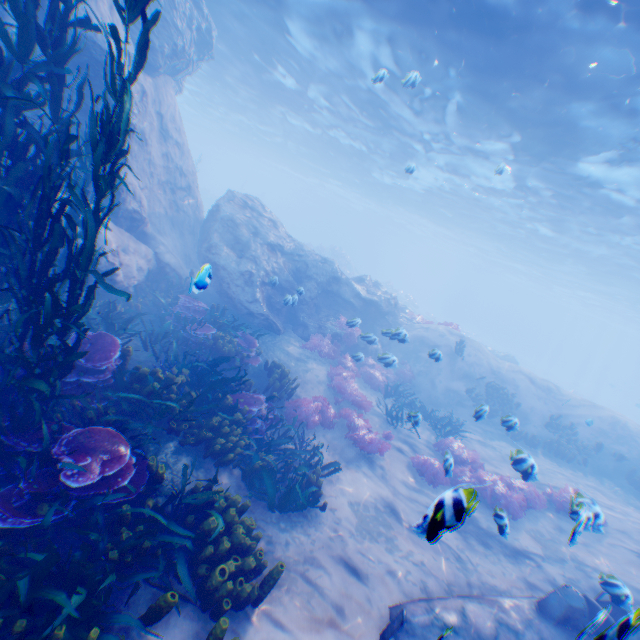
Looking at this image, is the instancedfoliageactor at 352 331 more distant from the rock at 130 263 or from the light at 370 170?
the light at 370 170

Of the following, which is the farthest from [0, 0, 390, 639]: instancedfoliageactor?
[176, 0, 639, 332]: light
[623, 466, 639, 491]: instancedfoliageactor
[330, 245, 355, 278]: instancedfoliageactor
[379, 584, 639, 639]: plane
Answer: [330, 245, 355, 278]: instancedfoliageactor

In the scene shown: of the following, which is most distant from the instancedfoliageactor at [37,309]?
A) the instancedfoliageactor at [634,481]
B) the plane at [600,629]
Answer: the instancedfoliageactor at [634,481]

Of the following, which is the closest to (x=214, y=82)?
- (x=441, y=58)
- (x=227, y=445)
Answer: (x=441, y=58)

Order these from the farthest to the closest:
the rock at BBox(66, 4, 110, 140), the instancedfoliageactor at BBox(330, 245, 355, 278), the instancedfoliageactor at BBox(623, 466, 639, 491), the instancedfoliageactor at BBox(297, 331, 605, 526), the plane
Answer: the instancedfoliageactor at BBox(330, 245, 355, 278)
the instancedfoliageactor at BBox(623, 466, 639, 491)
the rock at BBox(66, 4, 110, 140)
the instancedfoliageactor at BBox(297, 331, 605, 526)
the plane

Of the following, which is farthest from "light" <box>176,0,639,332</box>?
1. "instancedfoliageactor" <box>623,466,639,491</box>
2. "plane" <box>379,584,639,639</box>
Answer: "instancedfoliageactor" <box>623,466,639,491</box>

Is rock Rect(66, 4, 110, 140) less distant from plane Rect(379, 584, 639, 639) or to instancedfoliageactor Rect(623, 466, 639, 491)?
plane Rect(379, 584, 639, 639)

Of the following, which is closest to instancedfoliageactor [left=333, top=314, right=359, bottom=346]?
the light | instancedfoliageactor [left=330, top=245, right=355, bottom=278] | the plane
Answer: the plane
